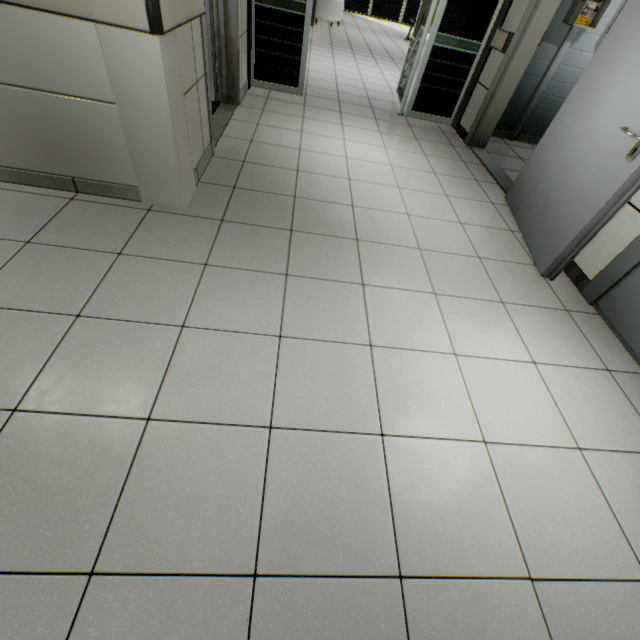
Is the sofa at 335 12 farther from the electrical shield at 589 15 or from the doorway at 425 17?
the electrical shield at 589 15

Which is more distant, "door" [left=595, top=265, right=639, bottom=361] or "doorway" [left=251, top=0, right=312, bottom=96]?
"doorway" [left=251, top=0, right=312, bottom=96]

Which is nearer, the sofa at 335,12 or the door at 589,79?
the door at 589,79

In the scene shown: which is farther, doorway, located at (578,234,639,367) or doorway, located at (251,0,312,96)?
doorway, located at (251,0,312,96)

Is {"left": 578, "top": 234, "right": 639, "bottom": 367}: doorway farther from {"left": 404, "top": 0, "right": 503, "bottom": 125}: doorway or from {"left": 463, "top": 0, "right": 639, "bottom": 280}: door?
{"left": 404, "top": 0, "right": 503, "bottom": 125}: doorway

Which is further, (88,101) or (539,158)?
(539,158)

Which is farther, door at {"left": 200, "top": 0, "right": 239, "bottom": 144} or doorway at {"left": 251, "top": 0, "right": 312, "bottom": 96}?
doorway at {"left": 251, "top": 0, "right": 312, "bottom": 96}

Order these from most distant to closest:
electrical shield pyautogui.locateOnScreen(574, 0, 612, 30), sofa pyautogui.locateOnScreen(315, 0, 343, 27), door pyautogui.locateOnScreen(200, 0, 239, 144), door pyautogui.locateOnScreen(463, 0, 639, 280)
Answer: sofa pyautogui.locateOnScreen(315, 0, 343, 27) < electrical shield pyautogui.locateOnScreen(574, 0, 612, 30) < door pyautogui.locateOnScreen(200, 0, 239, 144) < door pyautogui.locateOnScreen(463, 0, 639, 280)
